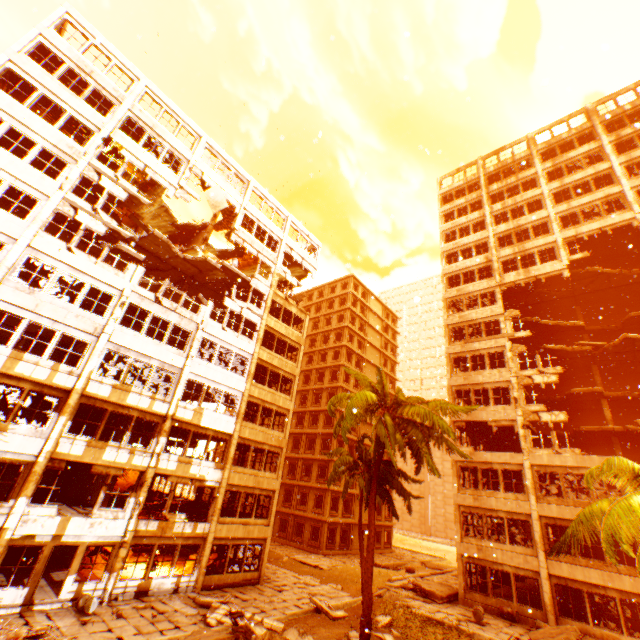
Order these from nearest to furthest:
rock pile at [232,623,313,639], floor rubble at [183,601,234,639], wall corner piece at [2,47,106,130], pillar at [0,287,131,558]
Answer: rock pile at [232,623,313,639], floor rubble at [183,601,234,639], pillar at [0,287,131,558], wall corner piece at [2,47,106,130]

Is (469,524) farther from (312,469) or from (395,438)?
(312,469)

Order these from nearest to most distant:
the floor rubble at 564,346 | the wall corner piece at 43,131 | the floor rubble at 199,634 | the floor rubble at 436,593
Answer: the floor rubble at 199,634, the wall corner piece at 43,131, the floor rubble at 436,593, the floor rubble at 564,346

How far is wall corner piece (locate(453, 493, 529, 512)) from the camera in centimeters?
2116cm

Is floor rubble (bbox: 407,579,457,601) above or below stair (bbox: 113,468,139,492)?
below

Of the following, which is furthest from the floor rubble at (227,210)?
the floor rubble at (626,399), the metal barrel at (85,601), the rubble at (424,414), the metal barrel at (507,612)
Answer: the floor rubble at (626,399)

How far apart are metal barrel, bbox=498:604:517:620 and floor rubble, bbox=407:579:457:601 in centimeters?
293cm

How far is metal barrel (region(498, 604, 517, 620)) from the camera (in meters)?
18.82
